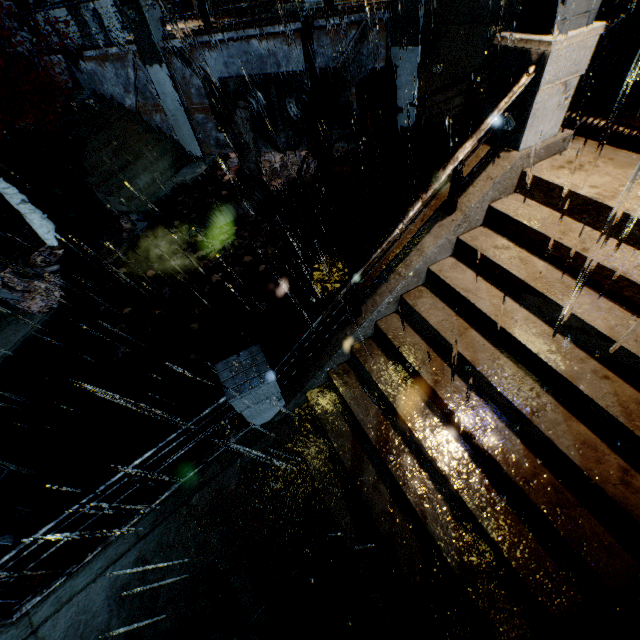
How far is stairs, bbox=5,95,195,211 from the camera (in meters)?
12.53

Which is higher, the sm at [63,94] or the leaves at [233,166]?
the sm at [63,94]

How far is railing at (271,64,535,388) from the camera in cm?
417

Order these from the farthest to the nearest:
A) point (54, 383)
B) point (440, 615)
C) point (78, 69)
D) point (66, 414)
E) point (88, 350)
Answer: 1. point (78, 69)
2. point (88, 350)
3. point (54, 383)
4. point (66, 414)
5. point (440, 615)

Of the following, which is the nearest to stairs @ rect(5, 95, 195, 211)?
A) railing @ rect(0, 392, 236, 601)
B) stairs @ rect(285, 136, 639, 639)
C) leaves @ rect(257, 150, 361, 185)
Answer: leaves @ rect(257, 150, 361, 185)

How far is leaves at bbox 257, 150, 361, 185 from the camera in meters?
12.9

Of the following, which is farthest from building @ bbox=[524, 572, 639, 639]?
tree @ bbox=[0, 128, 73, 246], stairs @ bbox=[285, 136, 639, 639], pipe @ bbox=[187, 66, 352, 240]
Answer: tree @ bbox=[0, 128, 73, 246]

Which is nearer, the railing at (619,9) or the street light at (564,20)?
the street light at (564,20)
